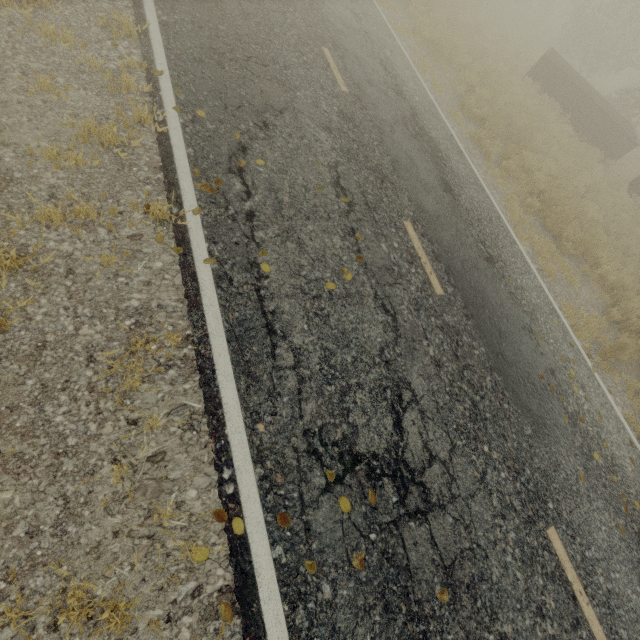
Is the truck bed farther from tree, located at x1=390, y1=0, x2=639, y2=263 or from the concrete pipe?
tree, located at x1=390, y1=0, x2=639, y2=263

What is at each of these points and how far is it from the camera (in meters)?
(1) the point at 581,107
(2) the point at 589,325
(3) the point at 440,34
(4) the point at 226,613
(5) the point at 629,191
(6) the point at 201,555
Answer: (1) truck bed, 14.44
(2) tree, 7.39
(3) tree, 10.76
(4) tree, 2.65
(5) concrete pipe, 13.85
(6) tree, 2.75

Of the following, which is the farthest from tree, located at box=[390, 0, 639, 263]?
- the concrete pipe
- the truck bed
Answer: the concrete pipe

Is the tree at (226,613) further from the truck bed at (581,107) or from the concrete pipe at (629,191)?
the concrete pipe at (629,191)

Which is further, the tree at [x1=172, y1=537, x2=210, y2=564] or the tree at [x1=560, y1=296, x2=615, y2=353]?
the tree at [x1=560, y1=296, x2=615, y2=353]

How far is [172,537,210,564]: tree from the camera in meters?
2.6

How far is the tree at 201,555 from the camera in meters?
2.6
